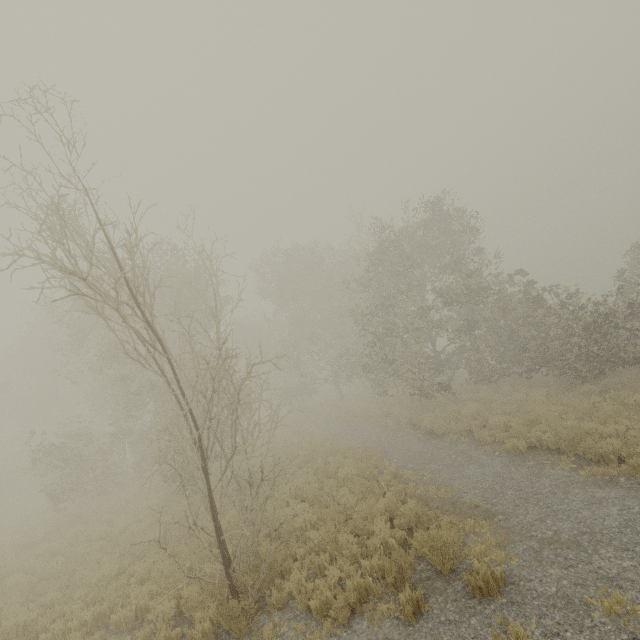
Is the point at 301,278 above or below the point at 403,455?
above
